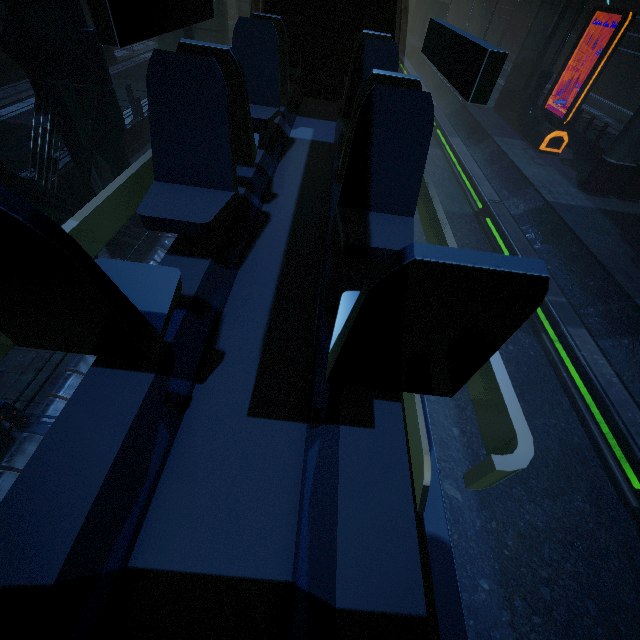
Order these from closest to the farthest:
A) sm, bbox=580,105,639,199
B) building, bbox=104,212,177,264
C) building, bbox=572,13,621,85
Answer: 1. building, bbox=104,212,177,264
2. sm, bbox=580,105,639,199
3. building, bbox=572,13,621,85

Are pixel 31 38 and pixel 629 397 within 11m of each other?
no

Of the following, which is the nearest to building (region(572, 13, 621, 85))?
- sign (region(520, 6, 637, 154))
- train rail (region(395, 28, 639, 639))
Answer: train rail (region(395, 28, 639, 639))

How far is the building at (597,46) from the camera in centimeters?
2721cm

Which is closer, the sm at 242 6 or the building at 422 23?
the sm at 242 6

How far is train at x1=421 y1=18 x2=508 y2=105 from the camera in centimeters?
183cm

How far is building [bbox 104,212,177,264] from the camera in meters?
5.6 m
